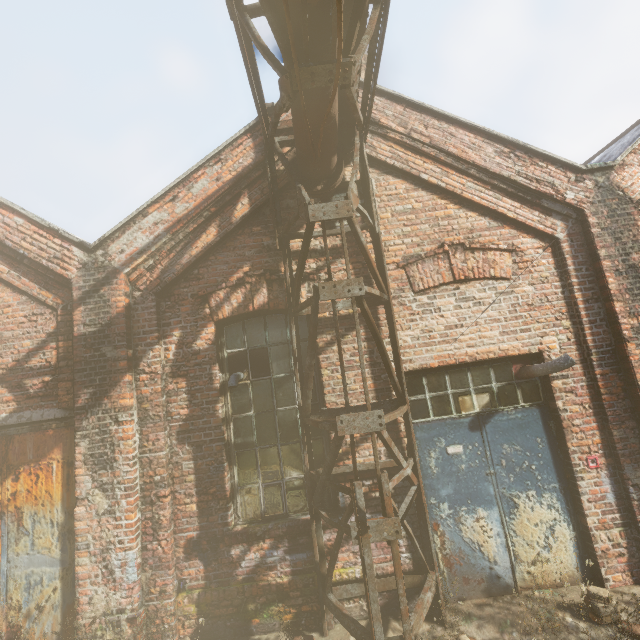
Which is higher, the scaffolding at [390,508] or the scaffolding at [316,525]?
the scaffolding at [390,508]

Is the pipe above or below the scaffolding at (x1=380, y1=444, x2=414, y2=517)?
above

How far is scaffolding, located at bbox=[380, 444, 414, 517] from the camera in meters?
3.0 m

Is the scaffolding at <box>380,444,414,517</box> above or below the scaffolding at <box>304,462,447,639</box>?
above

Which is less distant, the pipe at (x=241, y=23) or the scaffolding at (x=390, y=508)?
the pipe at (x=241, y=23)

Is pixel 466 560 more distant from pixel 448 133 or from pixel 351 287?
pixel 448 133

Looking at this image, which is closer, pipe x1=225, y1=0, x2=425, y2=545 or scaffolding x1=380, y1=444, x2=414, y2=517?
pipe x1=225, y1=0, x2=425, y2=545
